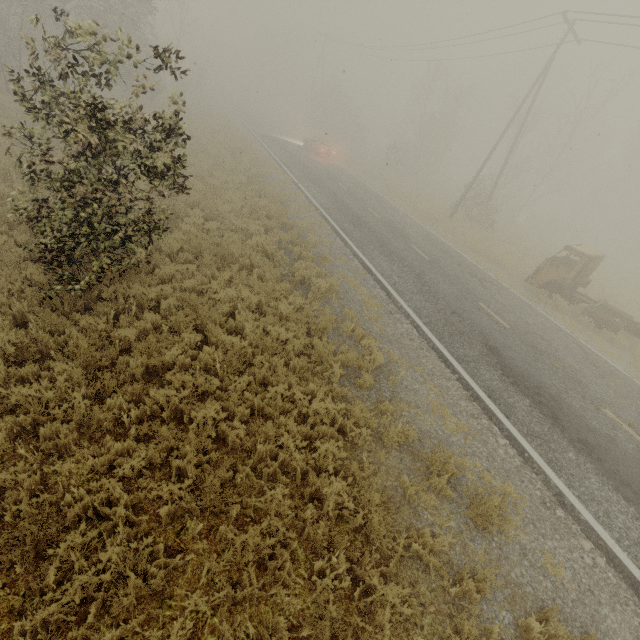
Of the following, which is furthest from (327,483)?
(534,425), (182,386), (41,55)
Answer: (41,55)

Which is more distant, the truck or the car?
the car

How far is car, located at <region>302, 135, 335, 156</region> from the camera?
30.2m

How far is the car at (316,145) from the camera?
30.2m

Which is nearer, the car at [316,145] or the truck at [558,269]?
the truck at [558,269]
